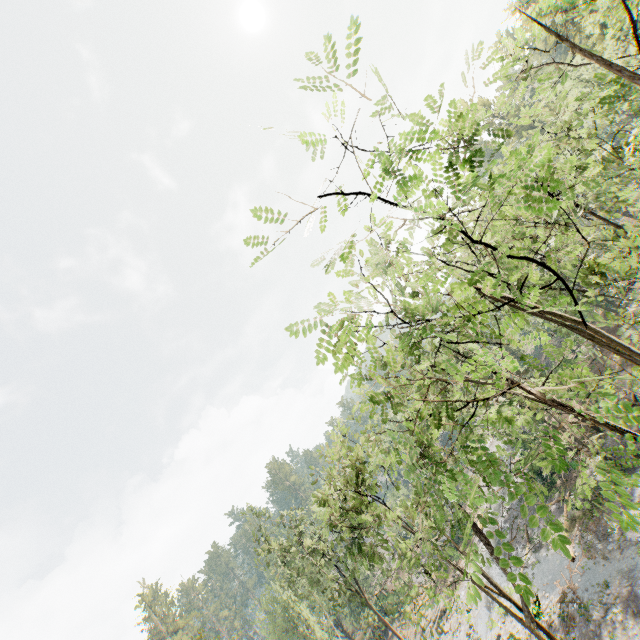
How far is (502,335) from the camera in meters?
4.7 m
